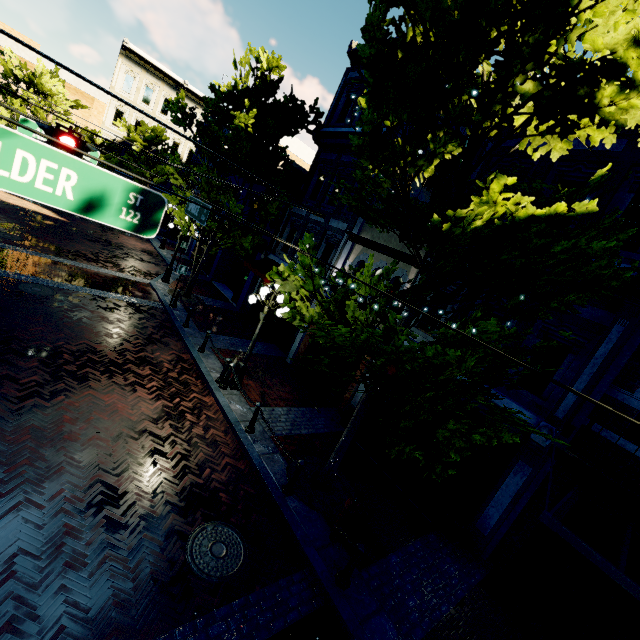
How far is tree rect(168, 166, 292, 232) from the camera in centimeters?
1351cm

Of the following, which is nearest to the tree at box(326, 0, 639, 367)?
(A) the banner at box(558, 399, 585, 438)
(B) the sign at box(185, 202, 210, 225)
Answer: (A) the banner at box(558, 399, 585, 438)

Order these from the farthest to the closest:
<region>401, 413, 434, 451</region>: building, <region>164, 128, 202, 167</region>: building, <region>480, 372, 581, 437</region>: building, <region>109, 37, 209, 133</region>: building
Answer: <region>164, 128, 202, 167</region>: building → <region>109, 37, 209, 133</region>: building → <region>401, 413, 434, 451</region>: building → <region>480, 372, 581, 437</region>: building

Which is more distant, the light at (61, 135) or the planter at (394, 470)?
the planter at (394, 470)

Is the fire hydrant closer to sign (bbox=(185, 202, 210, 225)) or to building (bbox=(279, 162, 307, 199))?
building (bbox=(279, 162, 307, 199))

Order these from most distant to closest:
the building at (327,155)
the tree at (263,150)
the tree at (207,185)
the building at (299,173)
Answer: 1. the building at (299,173)
2. the tree at (207,185)
3. the tree at (263,150)
4. the building at (327,155)

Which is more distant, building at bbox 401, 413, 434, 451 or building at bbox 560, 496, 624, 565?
building at bbox 401, 413, 434, 451

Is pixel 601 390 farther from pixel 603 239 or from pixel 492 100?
pixel 492 100
